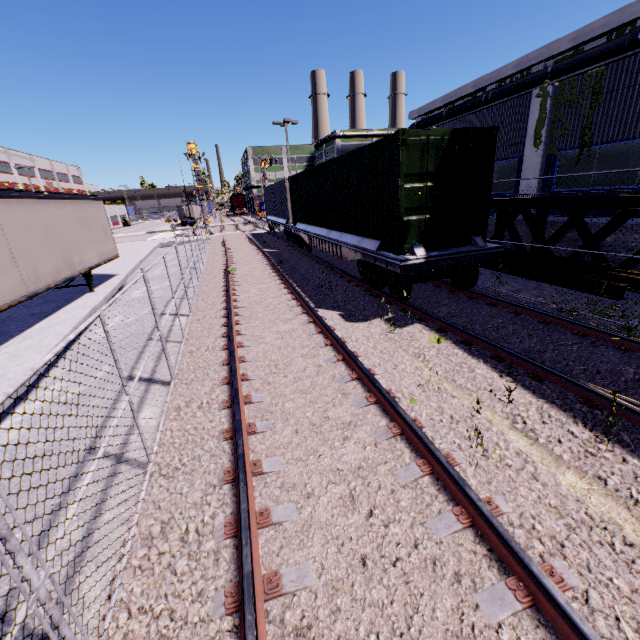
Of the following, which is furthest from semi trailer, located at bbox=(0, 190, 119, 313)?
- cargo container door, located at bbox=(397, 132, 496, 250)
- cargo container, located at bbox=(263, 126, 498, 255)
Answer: cargo container door, located at bbox=(397, 132, 496, 250)

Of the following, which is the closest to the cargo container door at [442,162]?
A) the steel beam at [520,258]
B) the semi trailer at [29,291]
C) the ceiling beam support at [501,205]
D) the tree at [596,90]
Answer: the semi trailer at [29,291]

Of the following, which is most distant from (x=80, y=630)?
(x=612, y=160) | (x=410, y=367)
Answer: (x=612, y=160)

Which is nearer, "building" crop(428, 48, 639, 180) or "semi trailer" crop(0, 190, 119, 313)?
"semi trailer" crop(0, 190, 119, 313)

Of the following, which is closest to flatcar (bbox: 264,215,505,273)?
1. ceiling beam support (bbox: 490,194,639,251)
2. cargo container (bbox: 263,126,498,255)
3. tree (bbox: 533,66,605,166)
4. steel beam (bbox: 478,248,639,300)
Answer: cargo container (bbox: 263,126,498,255)

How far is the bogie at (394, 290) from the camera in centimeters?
811cm

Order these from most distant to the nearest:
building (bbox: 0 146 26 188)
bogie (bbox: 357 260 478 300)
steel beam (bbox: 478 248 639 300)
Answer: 1. building (bbox: 0 146 26 188)
2. steel beam (bbox: 478 248 639 300)
3. bogie (bbox: 357 260 478 300)

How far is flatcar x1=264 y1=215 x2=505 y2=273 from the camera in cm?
752
